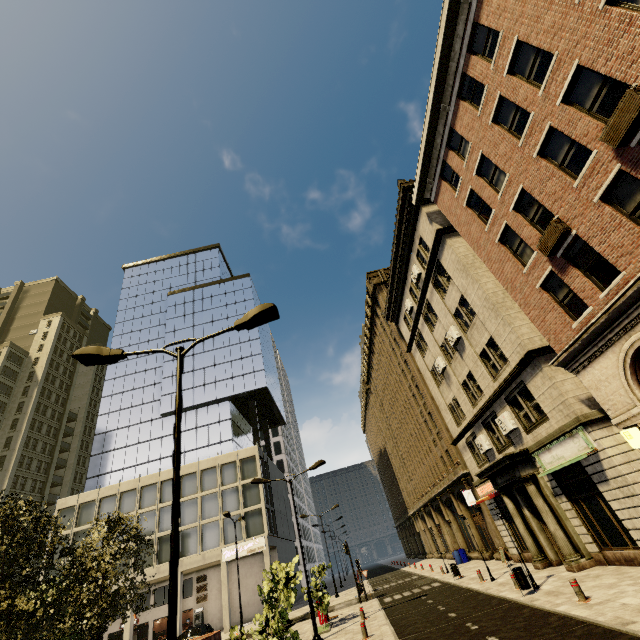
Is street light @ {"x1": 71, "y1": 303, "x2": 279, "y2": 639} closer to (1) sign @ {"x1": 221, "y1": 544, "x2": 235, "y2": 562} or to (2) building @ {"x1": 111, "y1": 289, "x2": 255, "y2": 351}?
(2) building @ {"x1": 111, "y1": 289, "x2": 255, "y2": 351}

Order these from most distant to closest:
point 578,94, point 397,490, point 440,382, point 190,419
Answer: point 397,490 < point 190,419 < point 440,382 < point 578,94

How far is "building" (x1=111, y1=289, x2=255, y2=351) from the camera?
55.3m

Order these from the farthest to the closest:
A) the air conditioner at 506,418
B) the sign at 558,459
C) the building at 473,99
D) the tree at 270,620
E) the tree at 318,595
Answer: the tree at 318,595, the air conditioner at 506,418, the sign at 558,459, the building at 473,99, the tree at 270,620

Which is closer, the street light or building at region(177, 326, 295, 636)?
the street light

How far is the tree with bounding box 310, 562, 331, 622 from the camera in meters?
18.3

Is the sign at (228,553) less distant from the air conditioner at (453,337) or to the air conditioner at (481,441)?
the air conditioner at (481,441)

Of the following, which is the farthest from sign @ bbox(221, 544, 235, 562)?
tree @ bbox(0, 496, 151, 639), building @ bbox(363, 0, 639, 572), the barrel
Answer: the barrel
